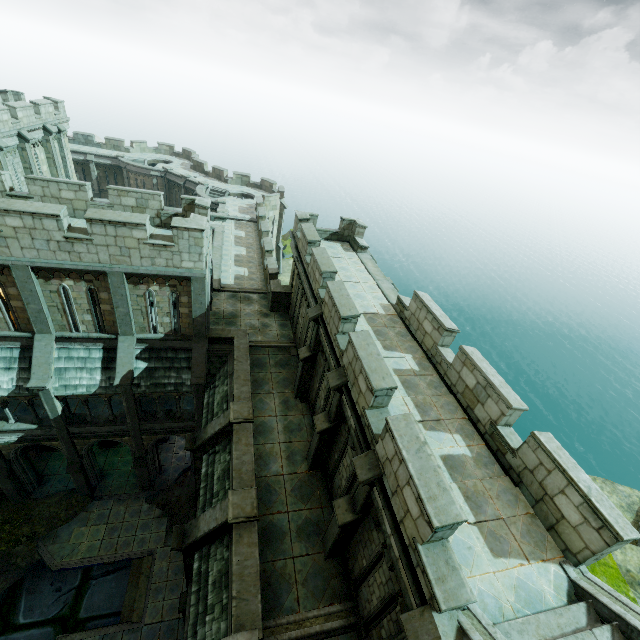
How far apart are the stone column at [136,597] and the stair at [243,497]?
11.56m

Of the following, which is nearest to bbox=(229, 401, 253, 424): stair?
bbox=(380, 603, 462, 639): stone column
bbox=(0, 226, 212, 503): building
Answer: bbox=(0, 226, 212, 503): building

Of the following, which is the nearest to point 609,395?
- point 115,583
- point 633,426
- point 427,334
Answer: point 633,426

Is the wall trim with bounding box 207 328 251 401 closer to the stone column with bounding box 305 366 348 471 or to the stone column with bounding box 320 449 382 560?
the stone column with bounding box 305 366 348 471

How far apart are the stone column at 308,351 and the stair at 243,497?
4.7 meters

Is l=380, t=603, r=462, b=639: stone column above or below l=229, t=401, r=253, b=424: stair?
above

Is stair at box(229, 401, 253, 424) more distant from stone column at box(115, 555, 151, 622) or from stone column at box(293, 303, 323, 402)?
stone column at box(115, 555, 151, 622)

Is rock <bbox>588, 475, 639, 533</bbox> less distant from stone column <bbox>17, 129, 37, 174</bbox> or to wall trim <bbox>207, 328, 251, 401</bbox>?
wall trim <bbox>207, 328, 251, 401</bbox>
